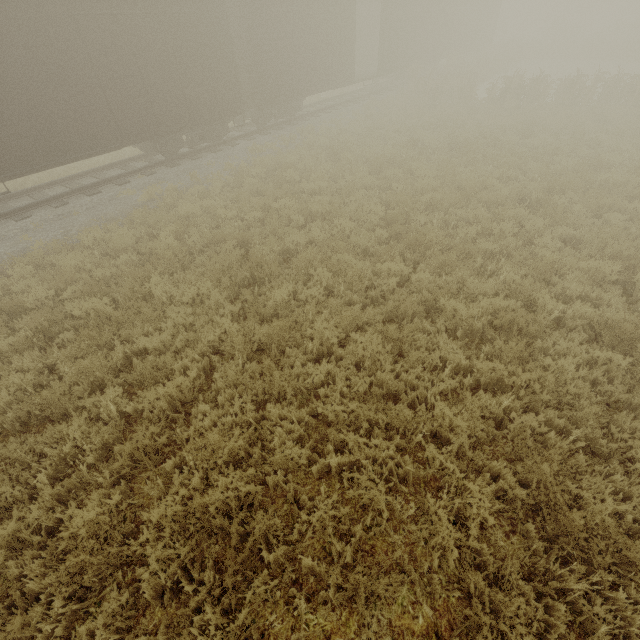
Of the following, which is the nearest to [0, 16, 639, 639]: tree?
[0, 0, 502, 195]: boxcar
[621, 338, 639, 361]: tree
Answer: [621, 338, 639, 361]: tree

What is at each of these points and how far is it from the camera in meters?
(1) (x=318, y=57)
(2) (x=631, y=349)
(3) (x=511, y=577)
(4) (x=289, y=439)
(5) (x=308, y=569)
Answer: (1) boxcar, 15.5
(2) tree, 5.0
(3) tree, 3.2
(4) tree, 4.4
(5) tree, 3.3

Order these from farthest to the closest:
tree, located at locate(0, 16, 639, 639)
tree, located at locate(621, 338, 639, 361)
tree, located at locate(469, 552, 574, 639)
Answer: tree, located at locate(621, 338, 639, 361), tree, located at locate(0, 16, 639, 639), tree, located at locate(469, 552, 574, 639)

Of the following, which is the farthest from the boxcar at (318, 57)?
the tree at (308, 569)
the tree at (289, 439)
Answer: the tree at (308, 569)

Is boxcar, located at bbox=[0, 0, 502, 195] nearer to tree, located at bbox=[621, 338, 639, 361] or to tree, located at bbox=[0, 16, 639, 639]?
tree, located at bbox=[0, 16, 639, 639]

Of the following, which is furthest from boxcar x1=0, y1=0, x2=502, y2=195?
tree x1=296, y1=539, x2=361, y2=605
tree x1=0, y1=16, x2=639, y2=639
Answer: tree x1=296, y1=539, x2=361, y2=605

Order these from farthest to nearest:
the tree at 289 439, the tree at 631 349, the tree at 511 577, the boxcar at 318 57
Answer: the boxcar at 318 57, the tree at 631 349, the tree at 289 439, the tree at 511 577
